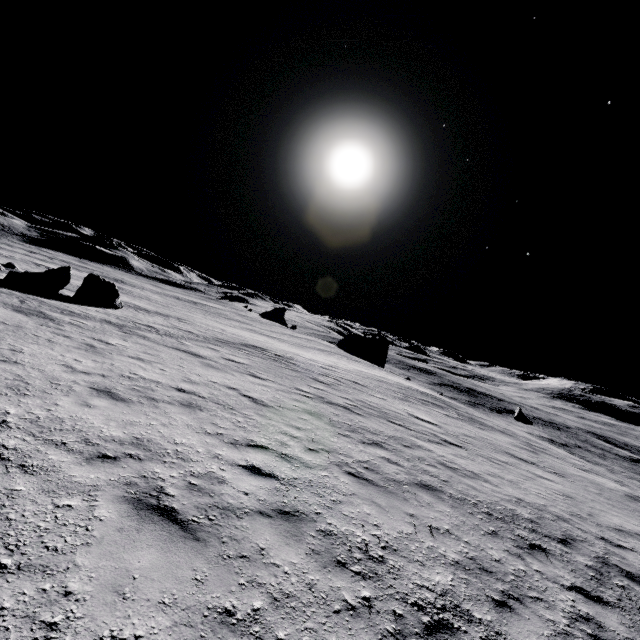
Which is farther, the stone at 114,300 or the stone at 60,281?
the stone at 114,300

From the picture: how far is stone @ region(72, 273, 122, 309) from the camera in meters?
22.6 m

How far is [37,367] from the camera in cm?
717

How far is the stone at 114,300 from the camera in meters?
22.6

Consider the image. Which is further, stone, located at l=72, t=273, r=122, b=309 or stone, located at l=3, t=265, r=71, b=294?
stone, located at l=72, t=273, r=122, b=309
